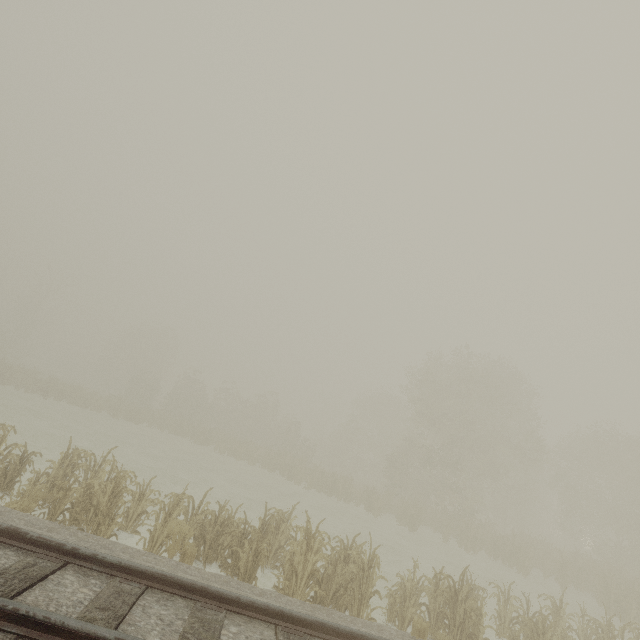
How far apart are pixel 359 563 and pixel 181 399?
35.7m
